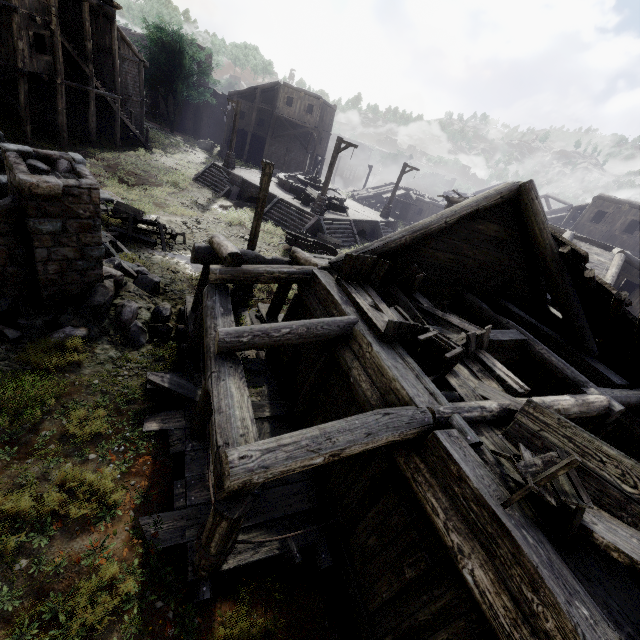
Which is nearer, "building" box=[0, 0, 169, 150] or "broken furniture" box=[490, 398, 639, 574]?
"broken furniture" box=[490, 398, 639, 574]

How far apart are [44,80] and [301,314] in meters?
28.2 m

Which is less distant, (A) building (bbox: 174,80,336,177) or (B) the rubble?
(B) the rubble

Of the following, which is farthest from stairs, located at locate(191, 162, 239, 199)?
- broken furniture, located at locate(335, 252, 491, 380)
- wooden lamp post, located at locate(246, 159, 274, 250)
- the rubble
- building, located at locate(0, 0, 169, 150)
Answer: broken furniture, located at locate(335, 252, 491, 380)

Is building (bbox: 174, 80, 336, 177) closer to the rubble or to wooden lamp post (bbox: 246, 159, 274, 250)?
the rubble

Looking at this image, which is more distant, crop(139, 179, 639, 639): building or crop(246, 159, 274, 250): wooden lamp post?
crop(246, 159, 274, 250): wooden lamp post

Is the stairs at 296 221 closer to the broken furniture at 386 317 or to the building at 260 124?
the building at 260 124

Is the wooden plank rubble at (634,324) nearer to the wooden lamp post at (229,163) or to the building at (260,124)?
the building at (260,124)
